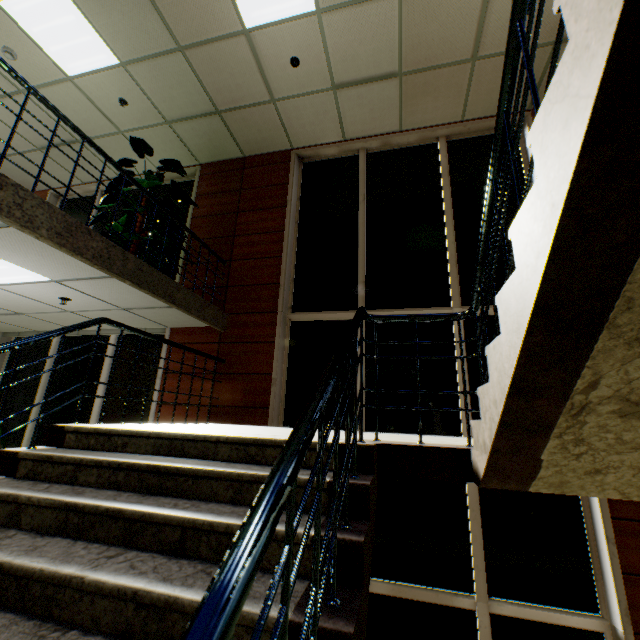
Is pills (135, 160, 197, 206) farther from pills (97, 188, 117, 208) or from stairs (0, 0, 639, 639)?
stairs (0, 0, 639, 639)

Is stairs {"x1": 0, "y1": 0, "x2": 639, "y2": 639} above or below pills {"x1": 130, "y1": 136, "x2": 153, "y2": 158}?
below

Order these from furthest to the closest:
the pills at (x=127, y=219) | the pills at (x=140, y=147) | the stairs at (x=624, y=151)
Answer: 1. the pills at (x=140, y=147)
2. the pills at (x=127, y=219)
3. the stairs at (x=624, y=151)

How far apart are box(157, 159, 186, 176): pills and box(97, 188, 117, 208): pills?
0.51m

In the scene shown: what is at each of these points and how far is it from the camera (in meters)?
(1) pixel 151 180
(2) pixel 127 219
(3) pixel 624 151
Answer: (1) pills, 4.98
(2) pills, 5.56
(3) stairs, 0.74

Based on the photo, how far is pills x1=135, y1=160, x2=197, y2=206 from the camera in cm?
471

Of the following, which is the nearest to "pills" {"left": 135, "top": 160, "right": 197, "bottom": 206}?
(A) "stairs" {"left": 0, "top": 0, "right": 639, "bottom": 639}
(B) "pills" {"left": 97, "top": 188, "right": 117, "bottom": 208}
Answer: (B) "pills" {"left": 97, "top": 188, "right": 117, "bottom": 208}

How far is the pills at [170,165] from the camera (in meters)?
5.38
